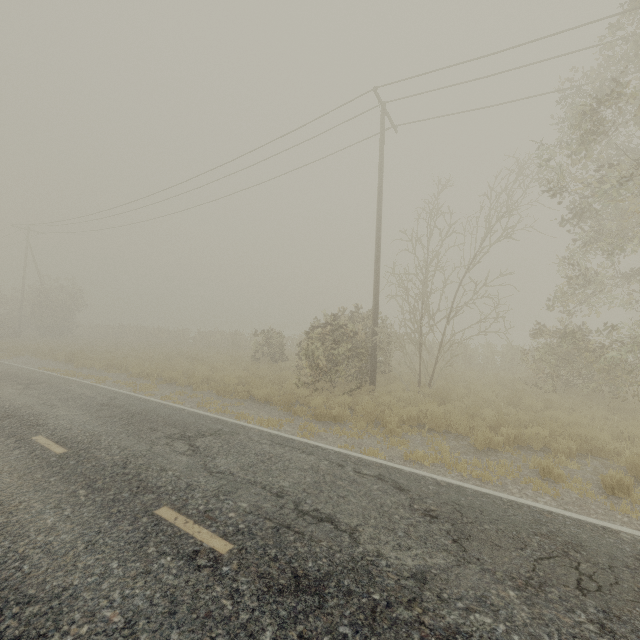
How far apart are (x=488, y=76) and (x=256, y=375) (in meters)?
15.35
